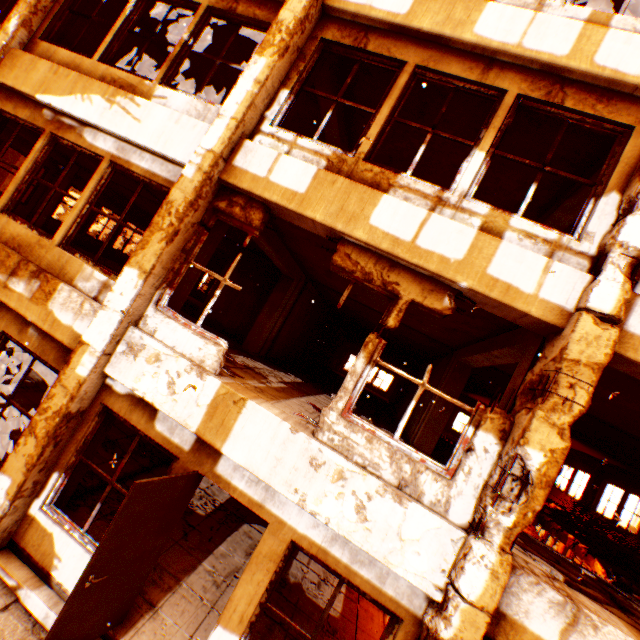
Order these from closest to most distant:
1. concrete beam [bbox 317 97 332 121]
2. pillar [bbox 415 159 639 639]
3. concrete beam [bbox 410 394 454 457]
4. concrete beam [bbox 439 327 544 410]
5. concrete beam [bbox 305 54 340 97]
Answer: pillar [bbox 415 159 639 639]
concrete beam [bbox 439 327 544 410]
concrete beam [bbox 305 54 340 97]
concrete beam [bbox 317 97 332 121]
concrete beam [bbox 410 394 454 457]

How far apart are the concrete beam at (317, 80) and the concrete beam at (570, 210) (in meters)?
4.59

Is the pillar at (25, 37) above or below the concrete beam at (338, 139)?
below

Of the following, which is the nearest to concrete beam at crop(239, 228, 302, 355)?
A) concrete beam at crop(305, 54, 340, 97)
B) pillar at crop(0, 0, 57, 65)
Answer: pillar at crop(0, 0, 57, 65)

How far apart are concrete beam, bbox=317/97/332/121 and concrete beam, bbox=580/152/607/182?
4.6m

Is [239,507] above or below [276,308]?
below

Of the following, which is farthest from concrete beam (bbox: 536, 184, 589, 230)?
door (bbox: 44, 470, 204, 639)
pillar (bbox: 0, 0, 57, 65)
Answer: door (bbox: 44, 470, 204, 639)
